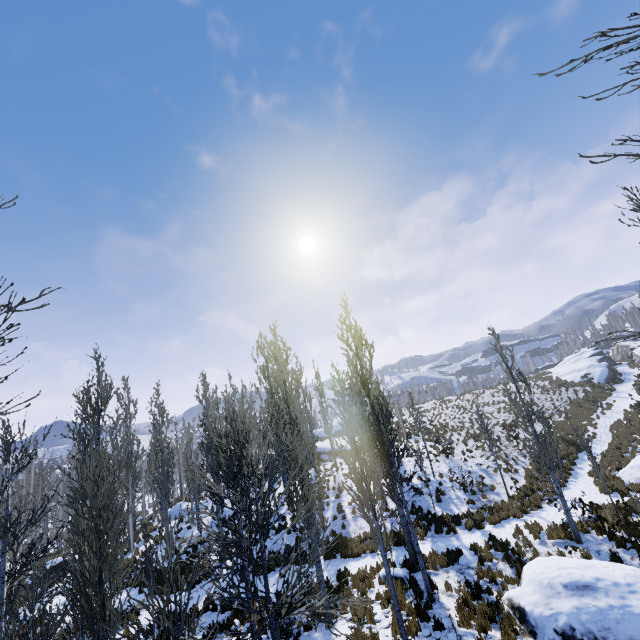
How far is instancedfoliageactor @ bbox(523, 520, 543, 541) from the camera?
12.2m

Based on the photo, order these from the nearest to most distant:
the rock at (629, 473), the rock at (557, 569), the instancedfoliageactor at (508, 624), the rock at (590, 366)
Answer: the rock at (557, 569) < the instancedfoliageactor at (508, 624) < the rock at (629, 473) < the rock at (590, 366)

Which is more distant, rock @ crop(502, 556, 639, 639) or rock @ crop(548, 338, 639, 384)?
rock @ crop(548, 338, 639, 384)

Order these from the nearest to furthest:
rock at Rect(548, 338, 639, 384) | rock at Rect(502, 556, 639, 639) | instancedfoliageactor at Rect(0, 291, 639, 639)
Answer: instancedfoliageactor at Rect(0, 291, 639, 639) → rock at Rect(502, 556, 639, 639) → rock at Rect(548, 338, 639, 384)

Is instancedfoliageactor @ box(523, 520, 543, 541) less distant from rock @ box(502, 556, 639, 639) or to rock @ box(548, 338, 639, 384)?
rock @ box(502, 556, 639, 639)

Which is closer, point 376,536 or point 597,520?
point 597,520

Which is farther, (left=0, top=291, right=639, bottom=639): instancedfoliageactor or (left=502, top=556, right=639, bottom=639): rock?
(left=502, top=556, right=639, bottom=639): rock

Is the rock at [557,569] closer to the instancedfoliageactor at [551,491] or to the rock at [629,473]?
the instancedfoliageactor at [551,491]
